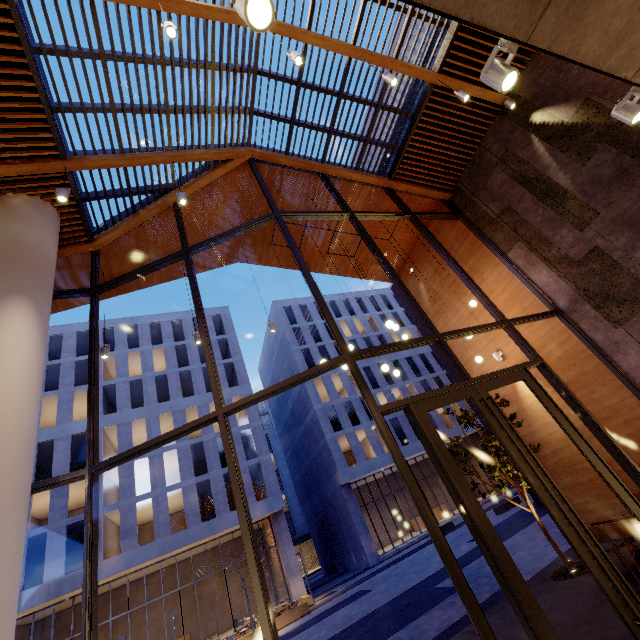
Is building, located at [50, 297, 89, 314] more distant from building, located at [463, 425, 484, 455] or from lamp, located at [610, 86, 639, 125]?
building, located at [463, 425, 484, 455]

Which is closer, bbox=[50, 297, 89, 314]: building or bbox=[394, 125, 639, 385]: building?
bbox=[394, 125, 639, 385]: building

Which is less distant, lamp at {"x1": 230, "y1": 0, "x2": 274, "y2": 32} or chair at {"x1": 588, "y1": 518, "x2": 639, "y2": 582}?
lamp at {"x1": 230, "y1": 0, "x2": 274, "y2": 32}

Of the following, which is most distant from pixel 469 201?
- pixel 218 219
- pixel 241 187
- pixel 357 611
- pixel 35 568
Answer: pixel 35 568

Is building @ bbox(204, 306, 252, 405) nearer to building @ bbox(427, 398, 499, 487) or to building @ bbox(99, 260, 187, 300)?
building @ bbox(427, 398, 499, 487)

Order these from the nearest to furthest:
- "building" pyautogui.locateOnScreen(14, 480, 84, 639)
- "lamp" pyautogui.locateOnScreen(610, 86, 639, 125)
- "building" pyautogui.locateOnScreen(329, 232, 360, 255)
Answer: "lamp" pyautogui.locateOnScreen(610, 86, 639, 125) → "building" pyautogui.locateOnScreen(329, 232, 360, 255) → "building" pyautogui.locateOnScreen(14, 480, 84, 639)

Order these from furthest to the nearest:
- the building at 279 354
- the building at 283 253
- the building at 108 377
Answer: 1. the building at 279 354
2. the building at 108 377
3. the building at 283 253

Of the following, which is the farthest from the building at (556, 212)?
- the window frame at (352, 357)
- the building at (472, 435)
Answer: the building at (472, 435)
